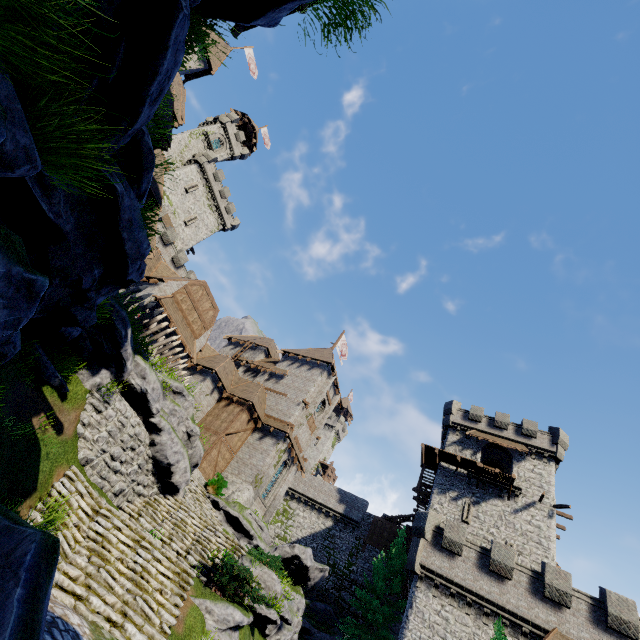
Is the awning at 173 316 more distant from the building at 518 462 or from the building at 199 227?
the building at 518 462

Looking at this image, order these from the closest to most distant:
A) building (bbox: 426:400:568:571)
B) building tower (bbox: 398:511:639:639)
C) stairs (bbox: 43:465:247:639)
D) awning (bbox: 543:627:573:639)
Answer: stairs (bbox: 43:465:247:639), awning (bbox: 543:627:573:639), building tower (bbox: 398:511:639:639), building (bbox: 426:400:568:571)

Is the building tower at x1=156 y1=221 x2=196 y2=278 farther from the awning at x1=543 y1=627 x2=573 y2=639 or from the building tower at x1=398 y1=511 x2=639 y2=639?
the awning at x1=543 y1=627 x2=573 y2=639

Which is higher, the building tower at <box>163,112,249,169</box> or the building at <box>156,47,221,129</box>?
the building tower at <box>163,112,249,169</box>

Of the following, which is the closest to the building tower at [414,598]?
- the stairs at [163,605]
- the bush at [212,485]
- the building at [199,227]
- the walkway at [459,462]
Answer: the walkway at [459,462]

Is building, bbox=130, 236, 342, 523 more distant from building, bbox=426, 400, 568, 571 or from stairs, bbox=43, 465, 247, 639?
stairs, bbox=43, 465, 247, 639

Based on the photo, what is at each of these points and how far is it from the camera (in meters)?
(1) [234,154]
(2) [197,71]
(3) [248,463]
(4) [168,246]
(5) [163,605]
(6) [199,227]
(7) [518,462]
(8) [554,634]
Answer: (1) building tower, 54.31
(2) building, 30.84
(3) building, 27.30
(4) building tower, 38.44
(5) stairs, 9.47
(6) building, 48.16
(7) building, 31.67
(8) awning, 18.22

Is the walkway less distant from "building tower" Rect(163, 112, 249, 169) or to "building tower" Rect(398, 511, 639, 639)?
"building tower" Rect(398, 511, 639, 639)
